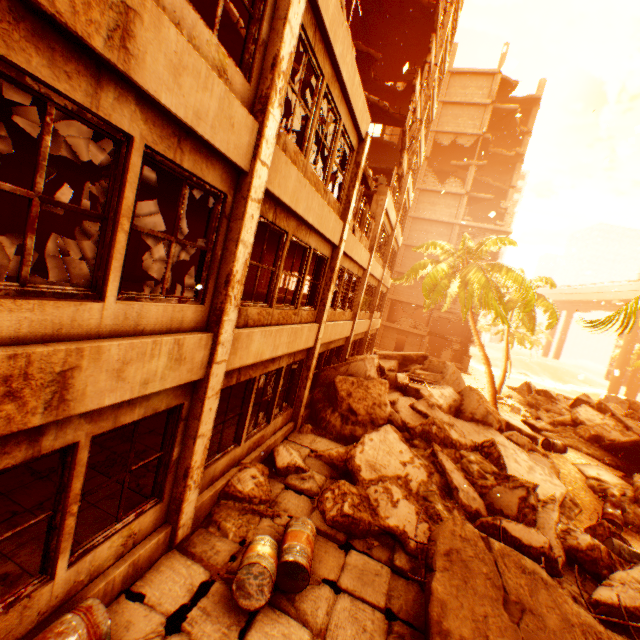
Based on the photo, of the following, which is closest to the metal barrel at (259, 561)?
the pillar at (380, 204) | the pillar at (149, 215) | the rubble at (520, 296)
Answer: the rubble at (520, 296)

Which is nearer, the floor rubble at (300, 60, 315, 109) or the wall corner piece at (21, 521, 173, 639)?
the wall corner piece at (21, 521, 173, 639)

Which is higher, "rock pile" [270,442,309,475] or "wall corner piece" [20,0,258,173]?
"wall corner piece" [20,0,258,173]

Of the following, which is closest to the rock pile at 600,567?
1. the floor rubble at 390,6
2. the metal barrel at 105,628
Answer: the metal barrel at 105,628

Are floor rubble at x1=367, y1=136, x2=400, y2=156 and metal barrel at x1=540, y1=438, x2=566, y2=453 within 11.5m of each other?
no

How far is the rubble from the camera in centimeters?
1867cm

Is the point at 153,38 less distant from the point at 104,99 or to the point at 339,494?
the point at 104,99

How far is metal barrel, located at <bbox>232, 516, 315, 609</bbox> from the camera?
4.19m
